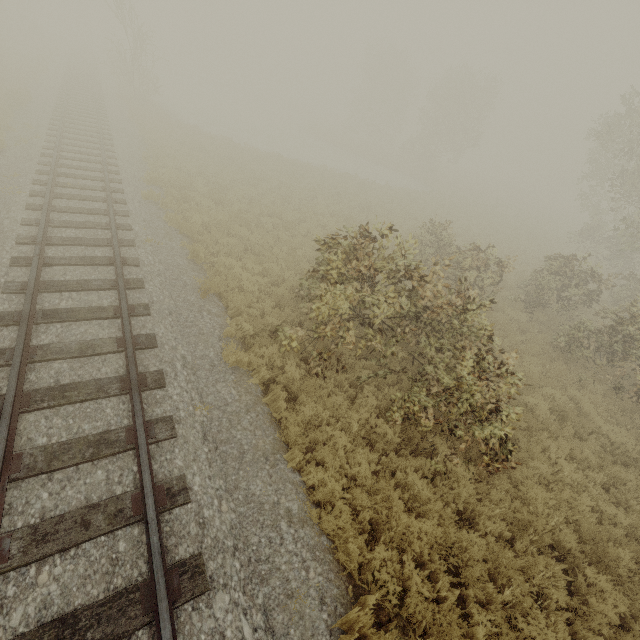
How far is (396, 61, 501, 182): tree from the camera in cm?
3466

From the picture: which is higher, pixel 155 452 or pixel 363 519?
pixel 155 452

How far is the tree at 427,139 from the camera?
34.7 meters
